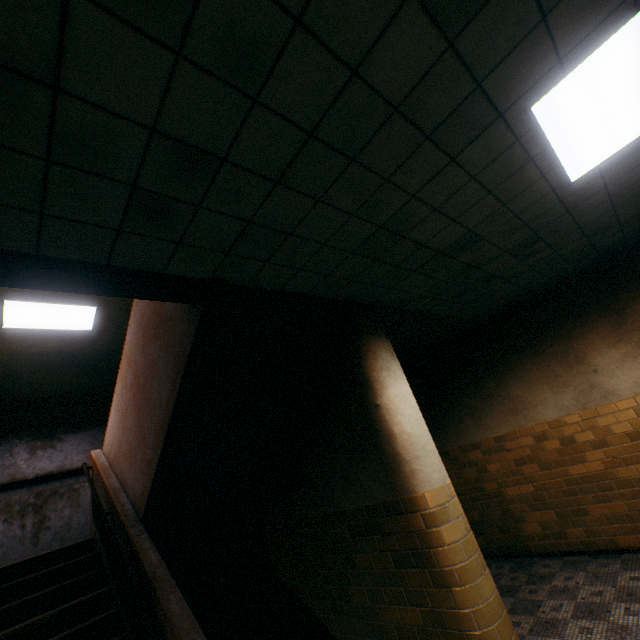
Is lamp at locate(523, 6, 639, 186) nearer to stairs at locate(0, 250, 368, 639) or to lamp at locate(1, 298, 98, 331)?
stairs at locate(0, 250, 368, 639)

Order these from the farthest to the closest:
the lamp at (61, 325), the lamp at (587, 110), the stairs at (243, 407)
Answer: the lamp at (61, 325) < the stairs at (243, 407) < the lamp at (587, 110)

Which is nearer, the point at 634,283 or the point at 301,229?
the point at 301,229

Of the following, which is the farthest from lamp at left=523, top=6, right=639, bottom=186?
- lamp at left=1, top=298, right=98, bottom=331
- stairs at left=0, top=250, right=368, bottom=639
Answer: lamp at left=1, top=298, right=98, bottom=331

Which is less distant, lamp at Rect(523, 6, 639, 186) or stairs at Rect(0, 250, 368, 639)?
lamp at Rect(523, 6, 639, 186)

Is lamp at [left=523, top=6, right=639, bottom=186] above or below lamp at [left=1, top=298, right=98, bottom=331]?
below

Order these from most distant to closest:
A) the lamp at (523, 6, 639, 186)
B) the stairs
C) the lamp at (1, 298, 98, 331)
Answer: the lamp at (1, 298, 98, 331)
the stairs
the lamp at (523, 6, 639, 186)

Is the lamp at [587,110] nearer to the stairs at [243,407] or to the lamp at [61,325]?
the stairs at [243,407]
